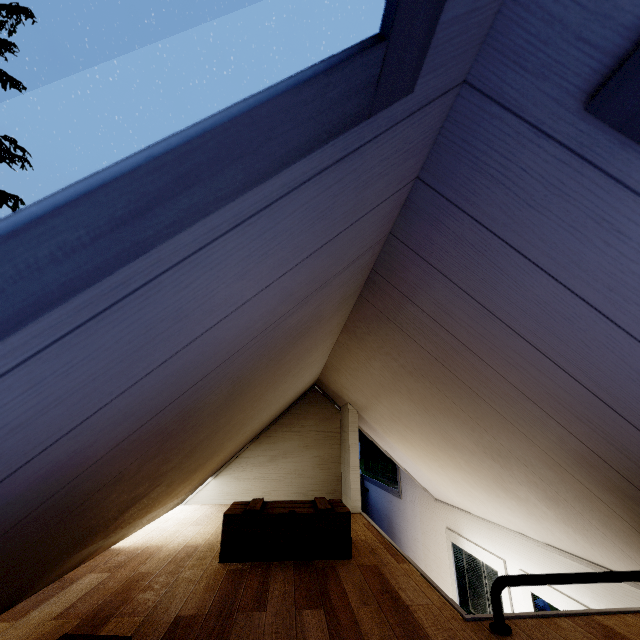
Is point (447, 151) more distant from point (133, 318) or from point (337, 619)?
point (337, 619)
